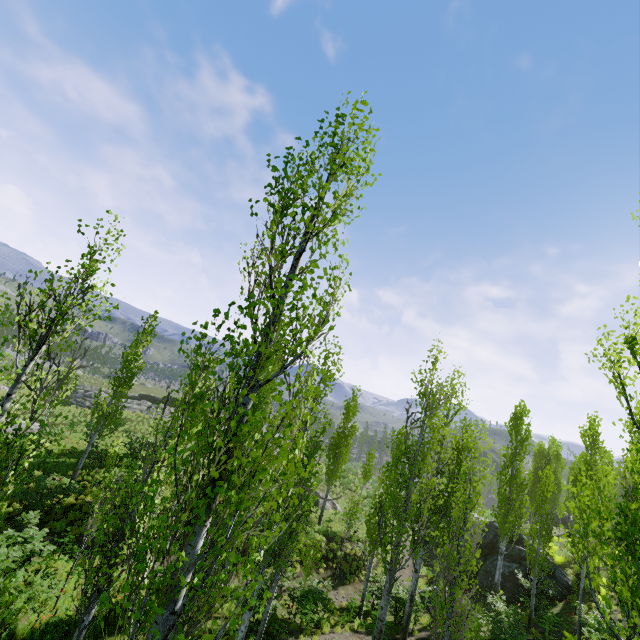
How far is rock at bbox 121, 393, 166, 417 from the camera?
39.03m

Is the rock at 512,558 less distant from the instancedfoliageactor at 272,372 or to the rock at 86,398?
the instancedfoliageactor at 272,372

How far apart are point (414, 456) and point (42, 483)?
16.2m

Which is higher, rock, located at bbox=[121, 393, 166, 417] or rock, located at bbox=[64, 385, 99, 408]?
rock, located at bbox=[121, 393, 166, 417]

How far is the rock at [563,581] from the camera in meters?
19.3

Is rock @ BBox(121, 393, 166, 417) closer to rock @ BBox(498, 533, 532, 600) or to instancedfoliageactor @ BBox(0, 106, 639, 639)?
instancedfoliageactor @ BBox(0, 106, 639, 639)

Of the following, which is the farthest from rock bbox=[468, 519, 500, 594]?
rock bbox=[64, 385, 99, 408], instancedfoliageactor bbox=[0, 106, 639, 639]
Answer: rock bbox=[64, 385, 99, 408]

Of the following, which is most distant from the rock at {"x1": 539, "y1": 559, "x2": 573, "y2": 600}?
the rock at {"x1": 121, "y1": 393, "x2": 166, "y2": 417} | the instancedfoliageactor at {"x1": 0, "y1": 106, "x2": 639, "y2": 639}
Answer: the rock at {"x1": 121, "y1": 393, "x2": 166, "y2": 417}
